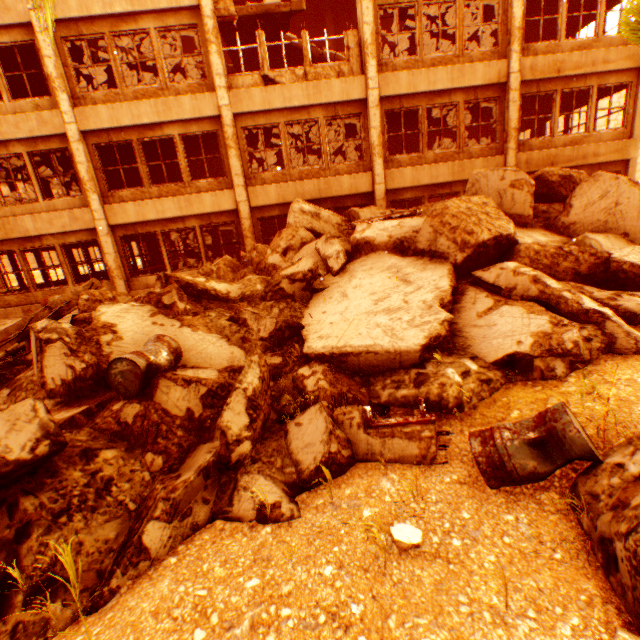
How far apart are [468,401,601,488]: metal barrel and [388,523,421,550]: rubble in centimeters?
79cm

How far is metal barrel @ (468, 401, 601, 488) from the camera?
2.67m

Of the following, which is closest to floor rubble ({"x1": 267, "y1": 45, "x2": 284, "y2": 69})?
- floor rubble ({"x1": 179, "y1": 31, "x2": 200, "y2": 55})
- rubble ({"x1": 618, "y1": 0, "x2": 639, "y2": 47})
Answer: floor rubble ({"x1": 179, "y1": 31, "x2": 200, "y2": 55})

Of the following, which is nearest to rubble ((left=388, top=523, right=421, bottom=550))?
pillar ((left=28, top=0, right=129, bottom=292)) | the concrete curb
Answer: the concrete curb

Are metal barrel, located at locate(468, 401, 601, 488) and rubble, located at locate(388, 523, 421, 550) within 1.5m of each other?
yes

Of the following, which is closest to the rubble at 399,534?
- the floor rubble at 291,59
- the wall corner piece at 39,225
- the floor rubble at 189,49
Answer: the wall corner piece at 39,225

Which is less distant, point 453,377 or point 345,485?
point 345,485

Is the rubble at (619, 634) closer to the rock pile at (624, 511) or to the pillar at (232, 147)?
the rock pile at (624, 511)
